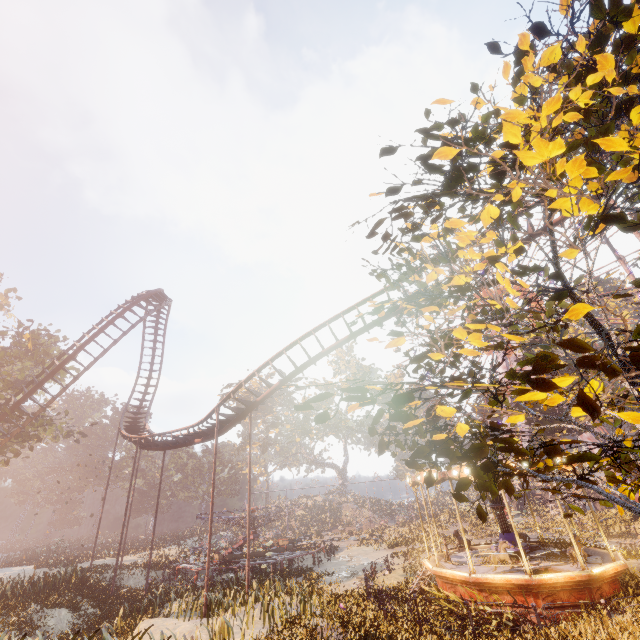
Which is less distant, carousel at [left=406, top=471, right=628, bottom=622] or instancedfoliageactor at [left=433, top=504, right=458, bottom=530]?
carousel at [left=406, top=471, right=628, bottom=622]

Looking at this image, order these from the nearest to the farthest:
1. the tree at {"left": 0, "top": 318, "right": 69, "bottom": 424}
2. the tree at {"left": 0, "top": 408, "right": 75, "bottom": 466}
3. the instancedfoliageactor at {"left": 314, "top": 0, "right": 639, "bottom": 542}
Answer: the instancedfoliageactor at {"left": 314, "top": 0, "right": 639, "bottom": 542}
the tree at {"left": 0, "top": 318, "right": 69, "bottom": 424}
the tree at {"left": 0, "top": 408, "right": 75, "bottom": 466}

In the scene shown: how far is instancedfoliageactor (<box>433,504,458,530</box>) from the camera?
34.66m

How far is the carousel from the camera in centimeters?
1106cm

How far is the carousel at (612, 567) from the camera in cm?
1106

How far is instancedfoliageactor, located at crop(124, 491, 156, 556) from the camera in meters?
36.2

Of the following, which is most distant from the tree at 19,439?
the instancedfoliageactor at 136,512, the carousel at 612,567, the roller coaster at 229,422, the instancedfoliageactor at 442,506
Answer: the instancedfoliageactor at 442,506

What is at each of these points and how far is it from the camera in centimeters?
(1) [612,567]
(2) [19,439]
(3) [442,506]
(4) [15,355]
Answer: (1) carousel, 1145cm
(2) tree, 2539cm
(3) instancedfoliageactor, 5750cm
(4) tree, 2598cm
